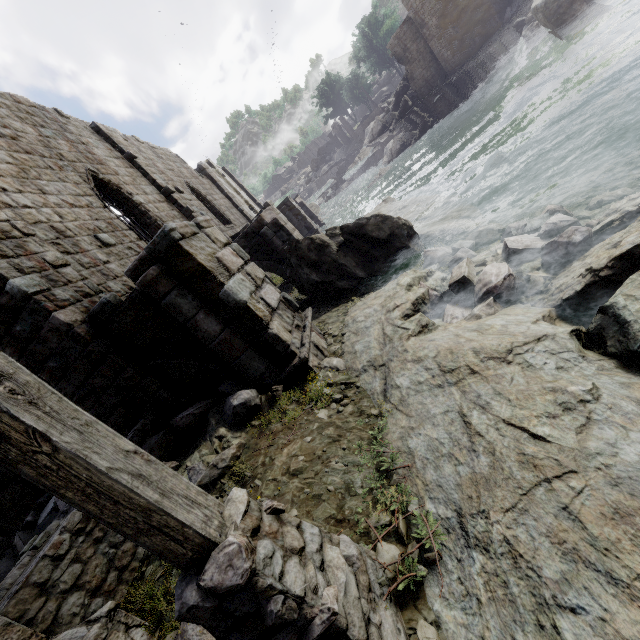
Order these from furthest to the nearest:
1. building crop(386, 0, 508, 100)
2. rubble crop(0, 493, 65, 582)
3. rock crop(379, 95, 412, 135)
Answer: rock crop(379, 95, 412, 135), building crop(386, 0, 508, 100), rubble crop(0, 493, 65, 582)

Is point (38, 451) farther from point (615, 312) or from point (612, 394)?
point (615, 312)

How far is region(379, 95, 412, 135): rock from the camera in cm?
3794

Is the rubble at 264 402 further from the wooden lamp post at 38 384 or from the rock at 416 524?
the wooden lamp post at 38 384

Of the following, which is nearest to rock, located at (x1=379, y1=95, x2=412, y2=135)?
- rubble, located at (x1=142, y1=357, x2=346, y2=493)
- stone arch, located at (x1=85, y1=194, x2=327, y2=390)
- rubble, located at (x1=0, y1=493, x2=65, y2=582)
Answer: stone arch, located at (x1=85, y1=194, x2=327, y2=390)

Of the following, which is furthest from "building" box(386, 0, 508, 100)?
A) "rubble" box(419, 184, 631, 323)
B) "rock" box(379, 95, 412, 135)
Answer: "rubble" box(419, 184, 631, 323)

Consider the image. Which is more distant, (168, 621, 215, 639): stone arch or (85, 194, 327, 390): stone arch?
(85, 194, 327, 390): stone arch

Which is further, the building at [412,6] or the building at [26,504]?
the building at [412,6]
